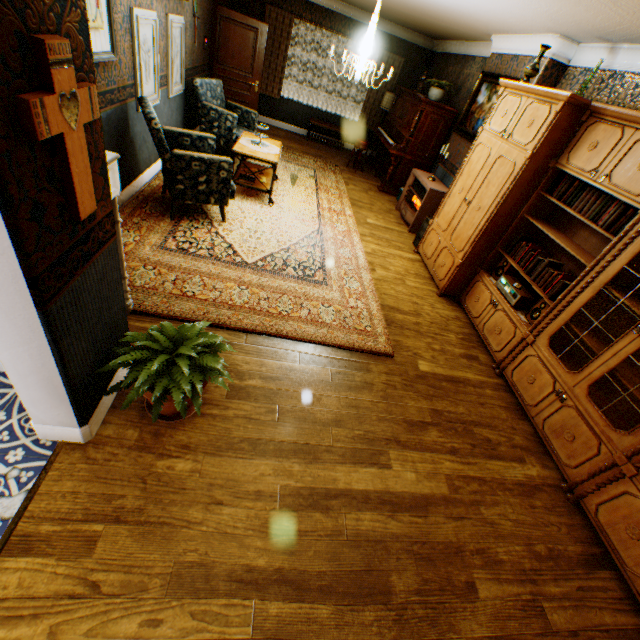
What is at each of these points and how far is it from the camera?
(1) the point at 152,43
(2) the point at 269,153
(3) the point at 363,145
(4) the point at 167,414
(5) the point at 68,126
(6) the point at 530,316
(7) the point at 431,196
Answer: →
(1) picture frame, 4.1 meters
(2) table, 5.2 meters
(3) piano stool, 8.3 meters
(4) flower pot, 2.3 meters
(5) crucifix, 1.2 meters
(6) speaker, 3.6 meters
(7) heater, 5.9 meters

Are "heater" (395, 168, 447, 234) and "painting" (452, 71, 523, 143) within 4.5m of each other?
yes

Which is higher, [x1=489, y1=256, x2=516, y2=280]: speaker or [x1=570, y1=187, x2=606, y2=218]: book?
[x1=570, y1=187, x2=606, y2=218]: book

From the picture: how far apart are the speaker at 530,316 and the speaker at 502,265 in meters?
0.7

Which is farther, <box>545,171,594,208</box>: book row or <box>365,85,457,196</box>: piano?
<box>365,85,457,196</box>: piano

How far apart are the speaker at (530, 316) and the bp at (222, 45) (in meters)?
7.88

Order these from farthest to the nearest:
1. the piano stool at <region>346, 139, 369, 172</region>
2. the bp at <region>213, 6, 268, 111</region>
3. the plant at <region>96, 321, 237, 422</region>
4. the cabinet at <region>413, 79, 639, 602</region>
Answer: the piano stool at <region>346, 139, 369, 172</region> → the bp at <region>213, 6, 268, 111</region> → the cabinet at <region>413, 79, 639, 602</region> → the plant at <region>96, 321, 237, 422</region>

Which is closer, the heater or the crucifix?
the crucifix
